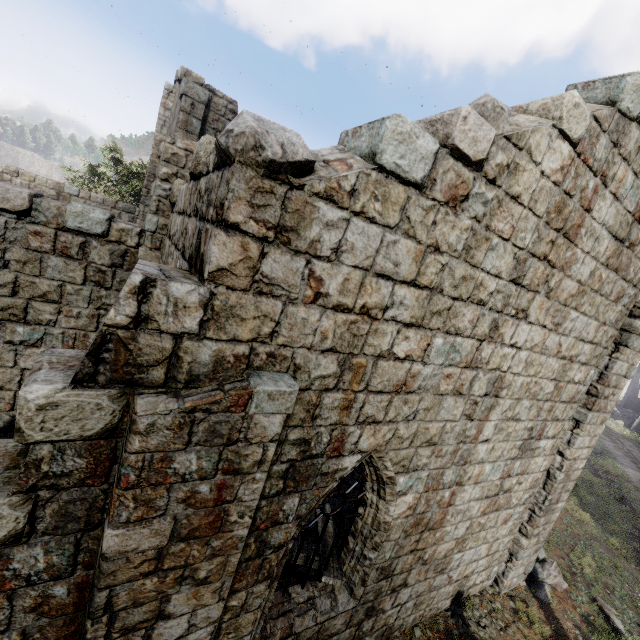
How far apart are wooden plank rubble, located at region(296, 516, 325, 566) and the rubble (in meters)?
6.10

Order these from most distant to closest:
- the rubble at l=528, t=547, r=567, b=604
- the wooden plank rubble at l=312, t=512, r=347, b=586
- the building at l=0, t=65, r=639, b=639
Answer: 1. the rubble at l=528, t=547, r=567, b=604
2. the wooden plank rubble at l=312, t=512, r=347, b=586
3. the building at l=0, t=65, r=639, b=639

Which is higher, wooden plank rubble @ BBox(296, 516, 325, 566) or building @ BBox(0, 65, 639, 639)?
building @ BBox(0, 65, 639, 639)

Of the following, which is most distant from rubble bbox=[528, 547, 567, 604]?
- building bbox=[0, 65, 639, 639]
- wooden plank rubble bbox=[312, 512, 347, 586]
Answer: wooden plank rubble bbox=[312, 512, 347, 586]

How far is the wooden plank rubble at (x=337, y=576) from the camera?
5.43m

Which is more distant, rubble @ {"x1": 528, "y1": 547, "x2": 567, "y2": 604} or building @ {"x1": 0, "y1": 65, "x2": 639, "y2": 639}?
rubble @ {"x1": 528, "y1": 547, "x2": 567, "y2": 604}

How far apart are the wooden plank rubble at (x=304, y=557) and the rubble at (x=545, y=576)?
6.10m

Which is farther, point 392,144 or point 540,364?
point 540,364
